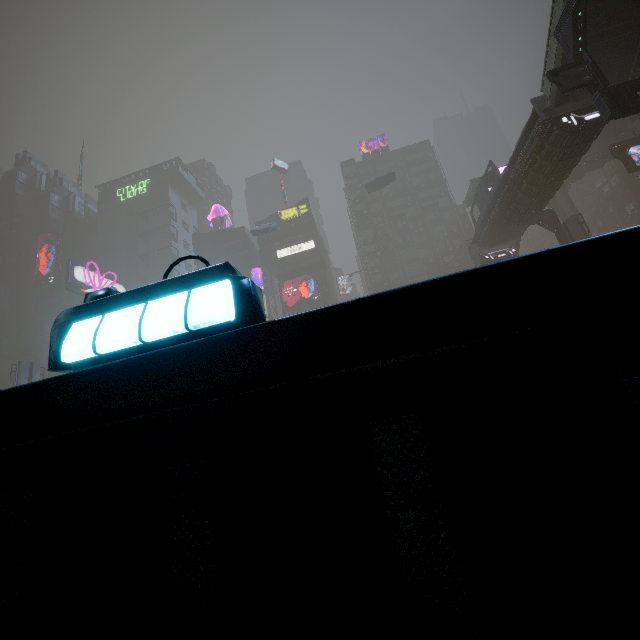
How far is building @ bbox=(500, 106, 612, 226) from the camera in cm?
2020

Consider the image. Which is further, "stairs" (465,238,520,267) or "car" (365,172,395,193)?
"car" (365,172,395,193)

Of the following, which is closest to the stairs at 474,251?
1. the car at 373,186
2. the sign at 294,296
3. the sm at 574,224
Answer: the sm at 574,224

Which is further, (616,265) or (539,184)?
(539,184)

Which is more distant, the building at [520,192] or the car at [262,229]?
the car at [262,229]

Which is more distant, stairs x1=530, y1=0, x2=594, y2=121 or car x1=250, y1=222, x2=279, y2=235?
car x1=250, y1=222, x2=279, y2=235

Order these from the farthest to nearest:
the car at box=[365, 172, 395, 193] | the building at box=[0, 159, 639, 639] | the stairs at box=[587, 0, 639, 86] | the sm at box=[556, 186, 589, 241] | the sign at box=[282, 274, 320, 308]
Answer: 1. the sign at box=[282, 274, 320, 308]
2. the car at box=[365, 172, 395, 193]
3. the sm at box=[556, 186, 589, 241]
4. the stairs at box=[587, 0, 639, 86]
5. the building at box=[0, 159, 639, 639]

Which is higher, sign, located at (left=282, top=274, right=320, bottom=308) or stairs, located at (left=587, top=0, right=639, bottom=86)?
sign, located at (left=282, top=274, right=320, bottom=308)
